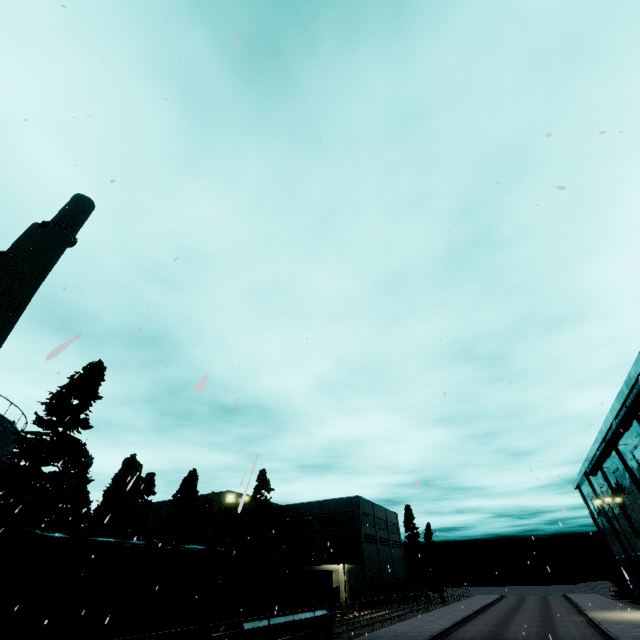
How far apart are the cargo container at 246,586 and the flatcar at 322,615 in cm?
2

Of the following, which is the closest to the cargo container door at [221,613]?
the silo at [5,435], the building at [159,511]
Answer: the silo at [5,435]

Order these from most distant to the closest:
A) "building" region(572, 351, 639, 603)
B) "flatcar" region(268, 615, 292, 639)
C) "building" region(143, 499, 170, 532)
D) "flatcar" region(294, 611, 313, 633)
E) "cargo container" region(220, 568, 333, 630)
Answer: "building" region(143, 499, 170, 532)
"building" region(572, 351, 639, 603)
"flatcar" region(294, 611, 313, 633)
"flatcar" region(268, 615, 292, 639)
"cargo container" region(220, 568, 333, 630)

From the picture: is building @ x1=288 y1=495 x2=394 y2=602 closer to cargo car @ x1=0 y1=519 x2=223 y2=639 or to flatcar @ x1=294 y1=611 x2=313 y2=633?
flatcar @ x1=294 y1=611 x2=313 y2=633

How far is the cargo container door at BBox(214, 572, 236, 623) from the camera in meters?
17.6

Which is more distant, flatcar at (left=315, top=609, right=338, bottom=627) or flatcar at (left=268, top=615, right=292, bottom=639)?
flatcar at (left=315, top=609, right=338, bottom=627)

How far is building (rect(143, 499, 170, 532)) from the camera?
54.8m

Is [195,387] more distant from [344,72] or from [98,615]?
[98,615]
